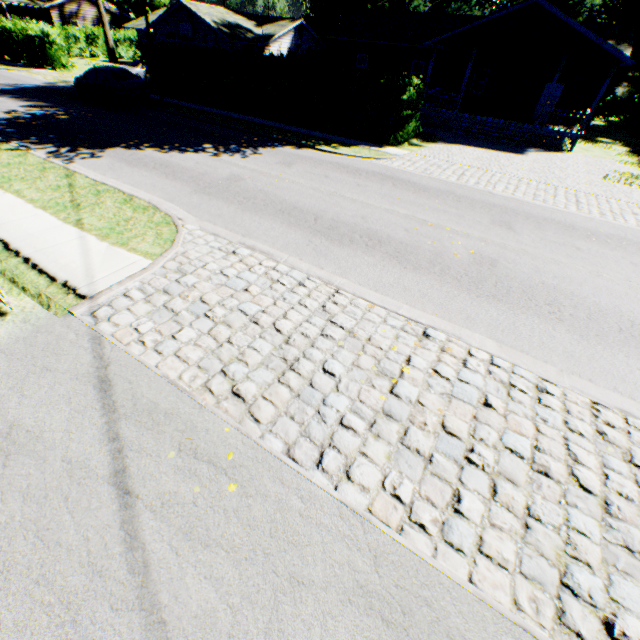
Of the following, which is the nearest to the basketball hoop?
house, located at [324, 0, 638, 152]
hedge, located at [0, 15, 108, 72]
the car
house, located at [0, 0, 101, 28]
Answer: hedge, located at [0, 15, 108, 72]

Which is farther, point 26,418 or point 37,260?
point 37,260

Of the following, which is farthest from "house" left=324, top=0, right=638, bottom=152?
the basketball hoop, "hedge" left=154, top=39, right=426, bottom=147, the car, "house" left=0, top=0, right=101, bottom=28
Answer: "house" left=0, top=0, right=101, bottom=28

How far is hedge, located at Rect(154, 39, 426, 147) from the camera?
15.4m

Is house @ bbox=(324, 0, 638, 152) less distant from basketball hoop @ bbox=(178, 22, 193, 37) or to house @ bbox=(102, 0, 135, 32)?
basketball hoop @ bbox=(178, 22, 193, 37)

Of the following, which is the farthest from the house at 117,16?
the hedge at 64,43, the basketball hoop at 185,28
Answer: the basketball hoop at 185,28

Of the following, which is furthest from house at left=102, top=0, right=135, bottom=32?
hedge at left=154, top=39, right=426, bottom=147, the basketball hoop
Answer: hedge at left=154, top=39, right=426, bottom=147

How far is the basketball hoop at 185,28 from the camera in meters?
29.0 m
